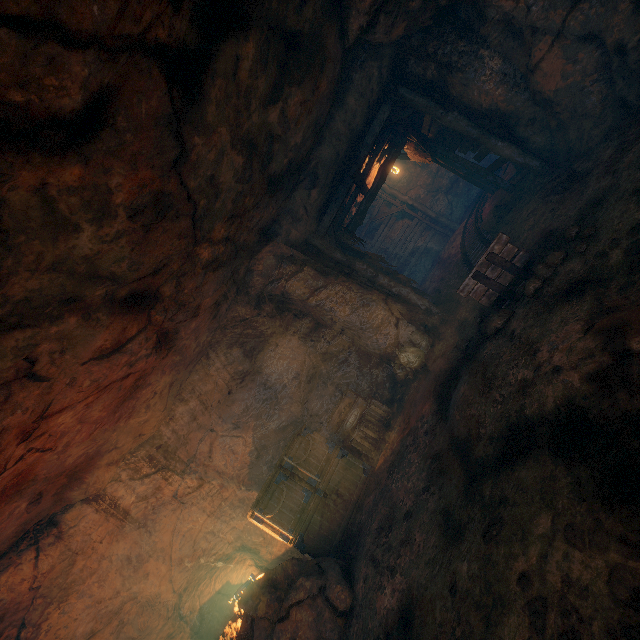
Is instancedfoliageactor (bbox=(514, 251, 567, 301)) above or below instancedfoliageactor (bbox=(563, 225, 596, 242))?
above

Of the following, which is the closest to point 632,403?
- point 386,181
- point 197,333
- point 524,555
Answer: point 524,555

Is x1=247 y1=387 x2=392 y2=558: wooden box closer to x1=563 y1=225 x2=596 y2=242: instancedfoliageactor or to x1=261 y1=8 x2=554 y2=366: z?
x1=261 y1=8 x2=554 y2=366: z

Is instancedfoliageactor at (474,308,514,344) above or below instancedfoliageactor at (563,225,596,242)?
above

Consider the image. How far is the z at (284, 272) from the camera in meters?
7.1 m

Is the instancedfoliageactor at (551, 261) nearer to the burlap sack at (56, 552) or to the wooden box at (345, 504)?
the burlap sack at (56, 552)

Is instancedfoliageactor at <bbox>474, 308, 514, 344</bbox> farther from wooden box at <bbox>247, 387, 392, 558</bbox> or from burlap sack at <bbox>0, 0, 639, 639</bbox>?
wooden box at <bbox>247, 387, 392, 558</bbox>

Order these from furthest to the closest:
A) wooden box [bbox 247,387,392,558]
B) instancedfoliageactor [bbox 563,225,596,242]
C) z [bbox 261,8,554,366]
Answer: z [bbox 261,8,554,366], wooden box [bbox 247,387,392,558], instancedfoliageactor [bbox 563,225,596,242]
